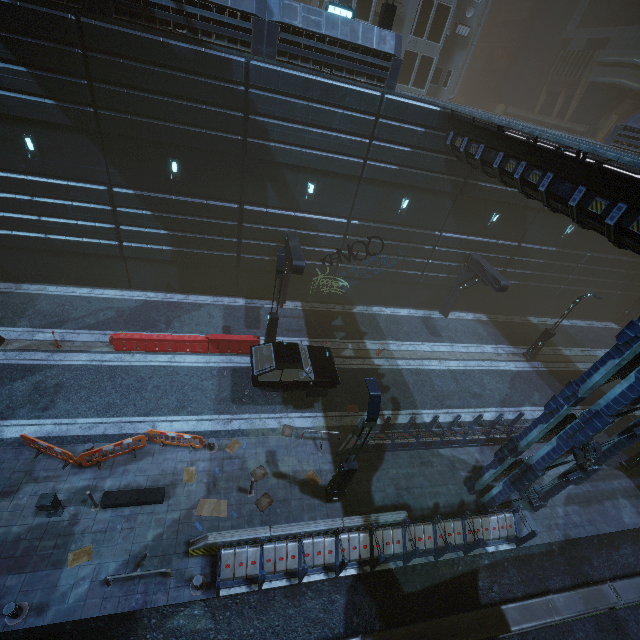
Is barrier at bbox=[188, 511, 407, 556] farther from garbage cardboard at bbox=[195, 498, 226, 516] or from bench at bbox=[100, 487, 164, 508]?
bench at bbox=[100, 487, 164, 508]

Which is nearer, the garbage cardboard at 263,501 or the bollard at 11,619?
the bollard at 11,619

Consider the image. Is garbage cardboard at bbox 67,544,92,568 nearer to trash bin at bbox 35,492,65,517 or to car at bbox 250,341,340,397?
trash bin at bbox 35,492,65,517

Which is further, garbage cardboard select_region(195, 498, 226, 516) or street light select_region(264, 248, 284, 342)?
street light select_region(264, 248, 284, 342)

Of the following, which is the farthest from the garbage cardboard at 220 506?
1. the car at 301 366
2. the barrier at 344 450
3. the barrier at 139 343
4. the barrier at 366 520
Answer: the barrier at 139 343

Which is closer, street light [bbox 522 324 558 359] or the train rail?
the train rail

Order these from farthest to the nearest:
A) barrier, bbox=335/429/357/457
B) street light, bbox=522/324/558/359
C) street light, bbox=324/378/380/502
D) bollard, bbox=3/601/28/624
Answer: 1. street light, bbox=522/324/558/359
2. barrier, bbox=335/429/357/457
3. street light, bbox=324/378/380/502
4. bollard, bbox=3/601/28/624

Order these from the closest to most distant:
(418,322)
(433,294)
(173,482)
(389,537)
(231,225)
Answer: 1. (389,537)
2. (173,482)
3. (231,225)
4. (418,322)
5. (433,294)
